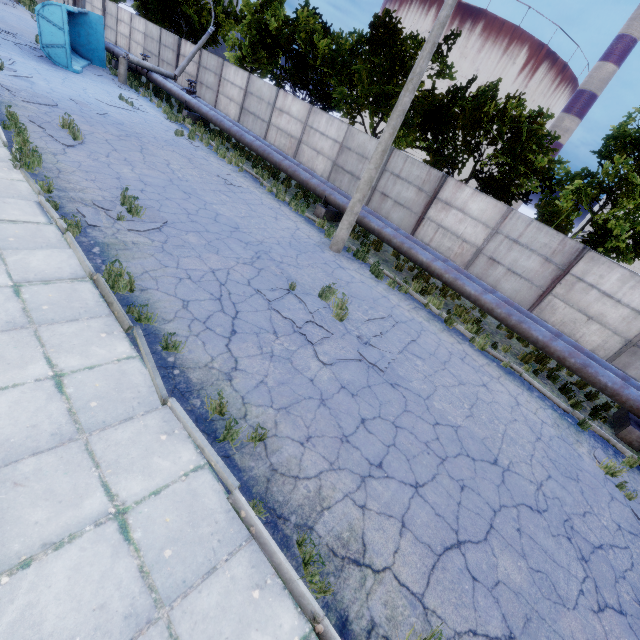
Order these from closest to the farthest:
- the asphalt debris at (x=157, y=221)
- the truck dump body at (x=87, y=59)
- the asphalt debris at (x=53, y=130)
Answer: the asphalt debris at (x=157, y=221), the asphalt debris at (x=53, y=130), the truck dump body at (x=87, y=59)

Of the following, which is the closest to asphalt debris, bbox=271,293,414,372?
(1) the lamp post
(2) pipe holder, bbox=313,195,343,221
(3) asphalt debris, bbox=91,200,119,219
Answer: (1) the lamp post

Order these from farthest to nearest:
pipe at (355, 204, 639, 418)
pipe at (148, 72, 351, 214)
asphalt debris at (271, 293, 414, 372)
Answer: pipe at (148, 72, 351, 214)
pipe at (355, 204, 639, 418)
asphalt debris at (271, 293, 414, 372)

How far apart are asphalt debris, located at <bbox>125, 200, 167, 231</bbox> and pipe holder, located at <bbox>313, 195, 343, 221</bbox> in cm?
725

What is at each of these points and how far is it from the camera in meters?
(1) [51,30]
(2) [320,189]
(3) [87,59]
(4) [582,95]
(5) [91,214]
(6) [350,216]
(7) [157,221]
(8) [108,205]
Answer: (1) truck dump back, 16.6
(2) pipe, 14.0
(3) truck dump body, 21.5
(4) chimney, 52.9
(5) asphalt debris, 7.2
(6) lamp post, 11.0
(7) asphalt debris, 8.2
(8) asphalt debris, 7.9

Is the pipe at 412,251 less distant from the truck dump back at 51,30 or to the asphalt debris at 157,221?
the truck dump back at 51,30

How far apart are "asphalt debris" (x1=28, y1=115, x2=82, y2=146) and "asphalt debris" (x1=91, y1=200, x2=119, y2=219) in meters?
3.3

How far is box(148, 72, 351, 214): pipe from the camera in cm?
1394
